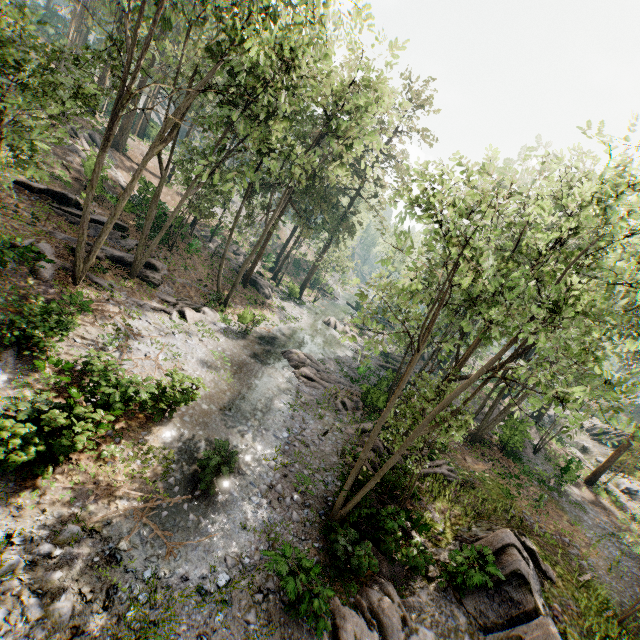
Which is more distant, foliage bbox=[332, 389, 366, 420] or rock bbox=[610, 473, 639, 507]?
rock bbox=[610, 473, 639, 507]

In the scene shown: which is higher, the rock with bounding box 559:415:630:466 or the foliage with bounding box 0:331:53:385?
the rock with bounding box 559:415:630:466

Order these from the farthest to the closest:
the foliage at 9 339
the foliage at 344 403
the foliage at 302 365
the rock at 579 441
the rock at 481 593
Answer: the rock at 579 441 < the foliage at 302 365 < the foliage at 344 403 < the foliage at 9 339 < the rock at 481 593

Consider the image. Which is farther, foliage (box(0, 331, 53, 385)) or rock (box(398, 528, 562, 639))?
foliage (box(0, 331, 53, 385))

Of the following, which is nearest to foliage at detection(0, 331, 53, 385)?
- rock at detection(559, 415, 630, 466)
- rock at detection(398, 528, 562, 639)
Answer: rock at detection(398, 528, 562, 639)

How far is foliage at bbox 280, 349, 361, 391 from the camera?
23.6 meters

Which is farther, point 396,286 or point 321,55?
point 396,286

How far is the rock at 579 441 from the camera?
36.75m
